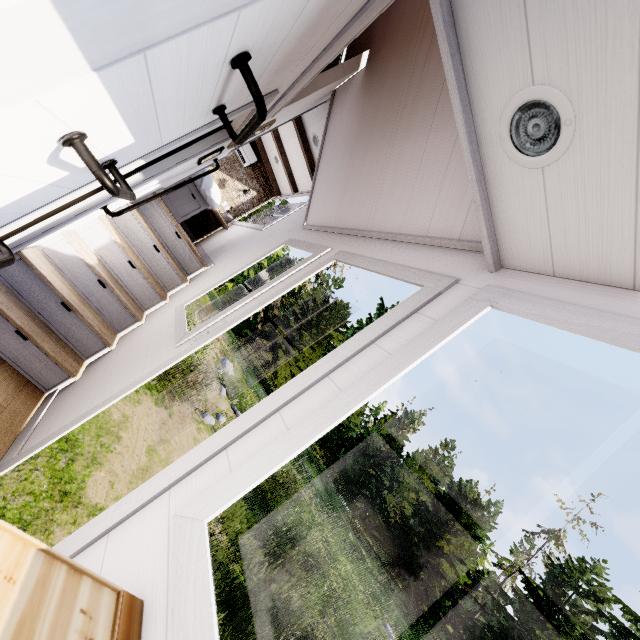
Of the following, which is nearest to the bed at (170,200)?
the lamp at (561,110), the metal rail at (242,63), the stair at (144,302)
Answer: the stair at (144,302)

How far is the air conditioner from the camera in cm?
664

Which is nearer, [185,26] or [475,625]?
[185,26]

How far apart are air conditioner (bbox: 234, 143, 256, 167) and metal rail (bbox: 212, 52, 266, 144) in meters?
6.0

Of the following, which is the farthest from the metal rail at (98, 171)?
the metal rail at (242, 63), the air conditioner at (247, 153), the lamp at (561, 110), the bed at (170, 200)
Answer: the air conditioner at (247, 153)

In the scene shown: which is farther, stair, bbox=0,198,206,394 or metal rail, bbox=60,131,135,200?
stair, bbox=0,198,206,394

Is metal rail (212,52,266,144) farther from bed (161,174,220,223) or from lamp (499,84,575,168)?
bed (161,174,220,223)

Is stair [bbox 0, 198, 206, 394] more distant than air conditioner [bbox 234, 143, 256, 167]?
No
